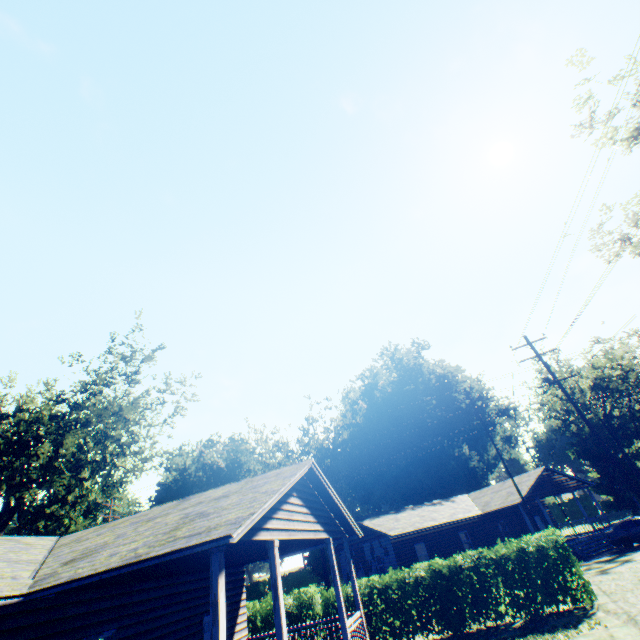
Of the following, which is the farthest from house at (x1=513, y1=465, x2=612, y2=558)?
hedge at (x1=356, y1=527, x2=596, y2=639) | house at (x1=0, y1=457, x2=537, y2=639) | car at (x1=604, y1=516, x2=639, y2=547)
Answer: house at (x1=0, y1=457, x2=537, y2=639)

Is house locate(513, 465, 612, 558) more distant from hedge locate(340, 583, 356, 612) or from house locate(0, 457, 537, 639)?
house locate(0, 457, 537, 639)

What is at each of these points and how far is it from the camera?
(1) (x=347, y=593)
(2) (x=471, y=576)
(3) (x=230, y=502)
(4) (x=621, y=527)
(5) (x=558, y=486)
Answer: (1) hedge, 16.1m
(2) hedge, 14.9m
(3) house, 8.1m
(4) car, 24.2m
(5) house, 29.6m

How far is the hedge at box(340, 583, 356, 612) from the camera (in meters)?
15.49

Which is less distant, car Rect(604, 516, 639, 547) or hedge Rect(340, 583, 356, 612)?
hedge Rect(340, 583, 356, 612)

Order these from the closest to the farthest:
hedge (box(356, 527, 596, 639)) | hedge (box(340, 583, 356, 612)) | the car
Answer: hedge (box(356, 527, 596, 639)) < hedge (box(340, 583, 356, 612)) < the car

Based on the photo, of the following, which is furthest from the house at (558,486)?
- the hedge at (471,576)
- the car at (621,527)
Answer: the hedge at (471,576)

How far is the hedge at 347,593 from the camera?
15.5m
